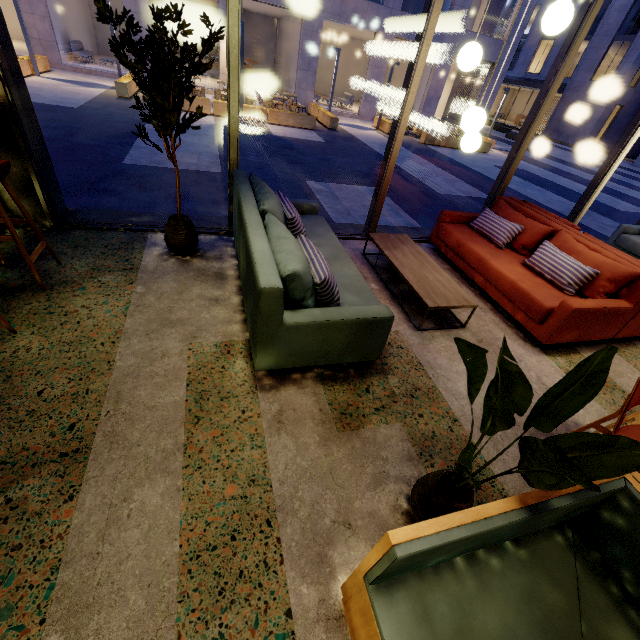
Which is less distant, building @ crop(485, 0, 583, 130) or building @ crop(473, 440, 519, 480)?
building @ crop(473, 440, 519, 480)

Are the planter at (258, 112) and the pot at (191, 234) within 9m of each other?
no

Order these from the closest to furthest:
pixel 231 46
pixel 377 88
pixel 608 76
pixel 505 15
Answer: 1. pixel 231 46
2. pixel 377 88
3. pixel 608 76
4. pixel 505 15

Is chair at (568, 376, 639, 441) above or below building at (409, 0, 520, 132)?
below

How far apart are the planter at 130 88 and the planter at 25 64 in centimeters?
319cm

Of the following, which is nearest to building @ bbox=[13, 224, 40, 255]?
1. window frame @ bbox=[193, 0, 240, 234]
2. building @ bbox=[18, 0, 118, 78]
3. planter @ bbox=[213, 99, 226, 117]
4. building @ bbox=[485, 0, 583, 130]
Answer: window frame @ bbox=[193, 0, 240, 234]

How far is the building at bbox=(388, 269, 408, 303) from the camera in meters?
3.8
